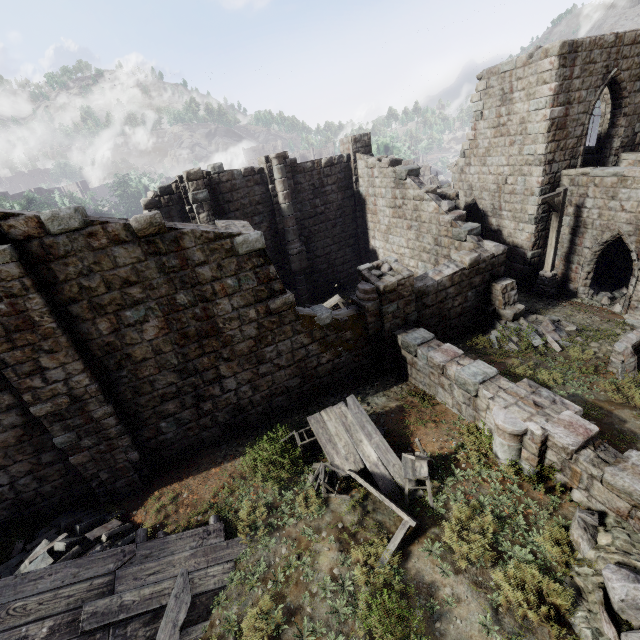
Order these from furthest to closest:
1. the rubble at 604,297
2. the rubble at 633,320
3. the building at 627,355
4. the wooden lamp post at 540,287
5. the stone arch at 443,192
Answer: the stone arch at 443,192 → the rubble at 604,297 → the wooden lamp post at 540,287 → the rubble at 633,320 → the building at 627,355

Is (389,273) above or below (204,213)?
below

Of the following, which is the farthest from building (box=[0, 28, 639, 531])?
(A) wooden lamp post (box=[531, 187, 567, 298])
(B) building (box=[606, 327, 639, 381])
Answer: (B) building (box=[606, 327, 639, 381])

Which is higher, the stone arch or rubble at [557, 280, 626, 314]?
the stone arch

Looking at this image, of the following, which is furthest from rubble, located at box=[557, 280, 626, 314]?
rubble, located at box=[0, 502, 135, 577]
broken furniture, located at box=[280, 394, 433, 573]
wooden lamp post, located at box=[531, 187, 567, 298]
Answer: rubble, located at box=[0, 502, 135, 577]

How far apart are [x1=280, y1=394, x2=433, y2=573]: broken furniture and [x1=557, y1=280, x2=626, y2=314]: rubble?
11.97m

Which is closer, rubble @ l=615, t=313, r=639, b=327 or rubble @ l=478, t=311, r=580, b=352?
rubble @ l=478, t=311, r=580, b=352

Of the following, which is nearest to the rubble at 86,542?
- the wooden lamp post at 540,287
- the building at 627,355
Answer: the building at 627,355
